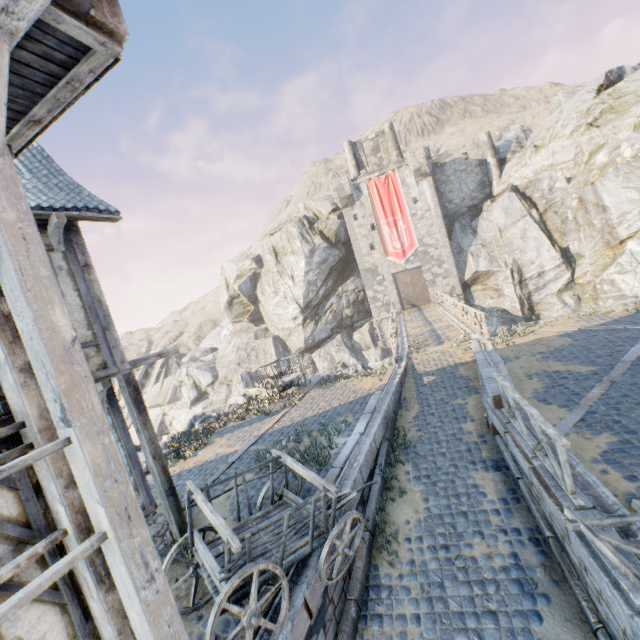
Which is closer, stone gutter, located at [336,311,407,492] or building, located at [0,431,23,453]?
building, located at [0,431,23,453]

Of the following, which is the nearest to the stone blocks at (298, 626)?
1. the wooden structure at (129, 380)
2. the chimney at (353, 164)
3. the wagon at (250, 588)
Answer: the wagon at (250, 588)

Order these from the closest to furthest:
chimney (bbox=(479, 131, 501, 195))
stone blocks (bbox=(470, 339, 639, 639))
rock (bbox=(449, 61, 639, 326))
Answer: stone blocks (bbox=(470, 339, 639, 639)), rock (bbox=(449, 61, 639, 326)), chimney (bbox=(479, 131, 501, 195))

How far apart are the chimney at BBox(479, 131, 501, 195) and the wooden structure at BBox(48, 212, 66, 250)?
35.8 meters

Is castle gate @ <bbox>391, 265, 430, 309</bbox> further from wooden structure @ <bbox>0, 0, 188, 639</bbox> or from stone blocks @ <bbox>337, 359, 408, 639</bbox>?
wooden structure @ <bbox>0, 0, 188, 639</bbox>

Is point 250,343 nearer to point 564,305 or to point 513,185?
point 564,305

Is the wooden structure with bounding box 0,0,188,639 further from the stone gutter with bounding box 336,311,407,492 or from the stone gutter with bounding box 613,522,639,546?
the stone gutter with bounding box 613,522,639,546

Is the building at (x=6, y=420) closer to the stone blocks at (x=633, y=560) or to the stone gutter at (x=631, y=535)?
the stone blocks at (x=633, y=560)
